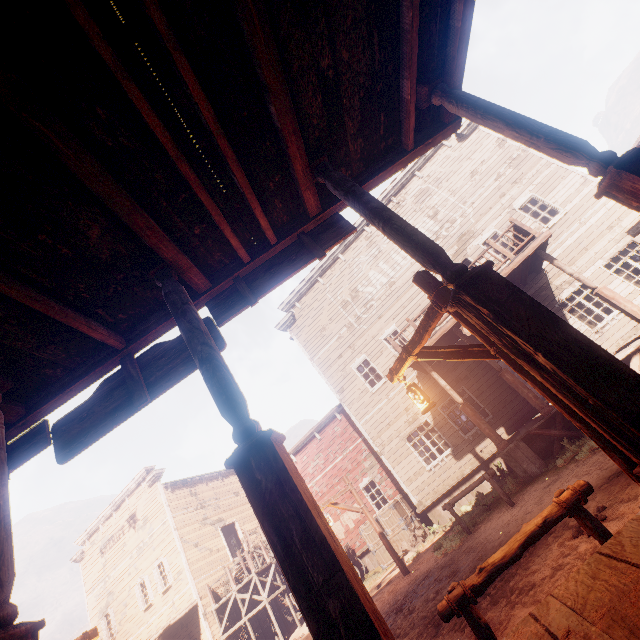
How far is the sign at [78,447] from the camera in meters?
3.3

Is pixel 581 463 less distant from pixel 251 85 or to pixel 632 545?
pixel 632 545

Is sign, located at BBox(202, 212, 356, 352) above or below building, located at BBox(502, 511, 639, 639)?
above

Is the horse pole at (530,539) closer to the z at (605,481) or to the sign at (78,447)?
the z at (605,481)

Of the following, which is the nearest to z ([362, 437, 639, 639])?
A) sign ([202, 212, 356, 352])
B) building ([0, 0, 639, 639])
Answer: building ([0, 0, 639, 639])

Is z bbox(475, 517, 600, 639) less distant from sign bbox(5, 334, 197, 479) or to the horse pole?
the horse pole

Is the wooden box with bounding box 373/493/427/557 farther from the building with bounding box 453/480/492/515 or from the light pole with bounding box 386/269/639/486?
the light pole with bounding box 386/269/639/486

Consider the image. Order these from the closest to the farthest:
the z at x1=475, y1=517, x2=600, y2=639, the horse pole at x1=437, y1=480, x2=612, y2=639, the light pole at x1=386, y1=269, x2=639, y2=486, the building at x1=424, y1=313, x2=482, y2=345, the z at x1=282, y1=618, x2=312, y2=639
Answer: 1. the light pole at x1=386, y1=269, x2=639, y2=486
2. the horse pole at x1=437, y1=480, x2=612, y2=639
3. the z at x1=475, y1=517, x2=600, y2=639
4. the building at x1=424, y1=313, x2=482, y2=345
5. the z at x1=282, y1=618, x2=312, y2=639
